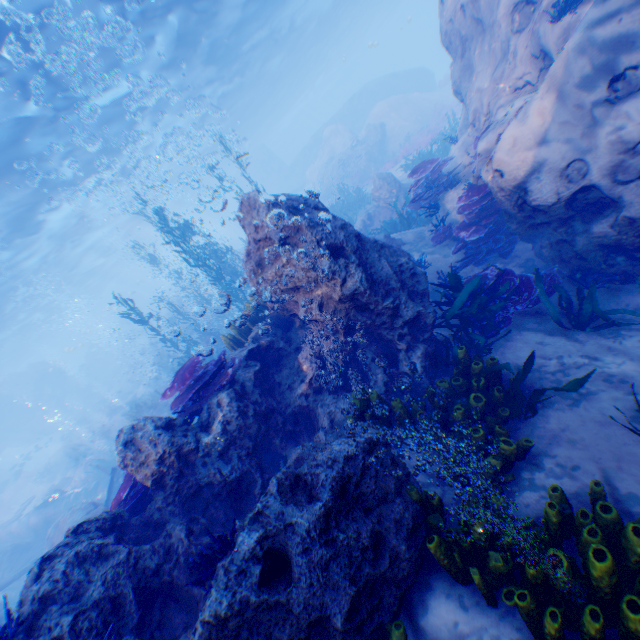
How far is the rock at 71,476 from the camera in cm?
1764

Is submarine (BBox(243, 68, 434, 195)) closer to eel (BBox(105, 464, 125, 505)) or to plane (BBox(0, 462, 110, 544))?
plane (BBox(0, 462, 110, 544))

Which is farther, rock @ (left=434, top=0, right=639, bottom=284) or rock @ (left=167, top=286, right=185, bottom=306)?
rock @ (left=167, top=286, right=185, bottom=306)

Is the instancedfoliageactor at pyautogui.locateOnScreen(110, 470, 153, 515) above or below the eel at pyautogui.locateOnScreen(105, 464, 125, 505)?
above

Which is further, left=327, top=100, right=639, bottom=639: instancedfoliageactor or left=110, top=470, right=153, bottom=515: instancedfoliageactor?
left=110, top=470, right=153, bottom=515: instancedfoliageactor

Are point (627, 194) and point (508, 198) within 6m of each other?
yes

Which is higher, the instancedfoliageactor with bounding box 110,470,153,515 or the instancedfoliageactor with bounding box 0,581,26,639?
the instancedfoliageactor with bounding box 0,581,26,639

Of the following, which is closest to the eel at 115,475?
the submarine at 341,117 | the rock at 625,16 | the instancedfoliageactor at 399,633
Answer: the rock at 625,16
